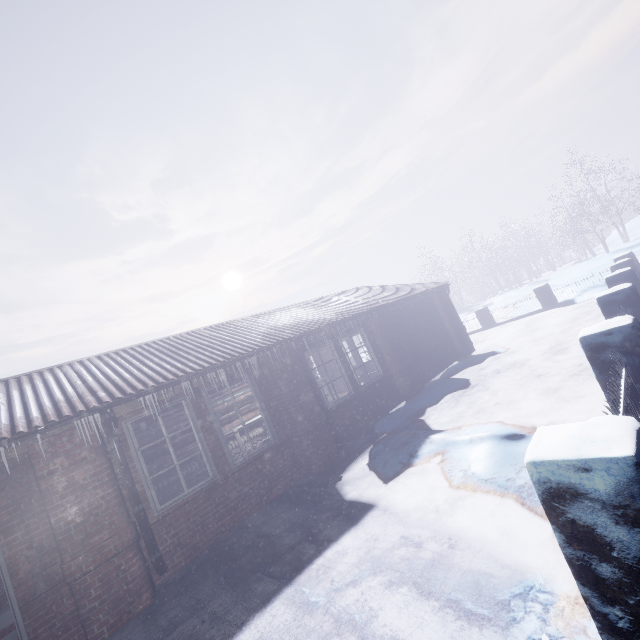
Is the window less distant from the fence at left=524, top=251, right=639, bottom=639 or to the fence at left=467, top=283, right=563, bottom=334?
the fence at left=524, top=251, right=639, bottom=639

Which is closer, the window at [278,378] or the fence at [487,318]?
the window at [278,378]

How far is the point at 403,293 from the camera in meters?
9.2 m

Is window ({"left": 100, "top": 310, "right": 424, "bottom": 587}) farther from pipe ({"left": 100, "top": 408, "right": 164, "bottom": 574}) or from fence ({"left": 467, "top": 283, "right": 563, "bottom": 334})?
fence ({"left": 467, "top": 283, "right": 563, "bottom": 334})

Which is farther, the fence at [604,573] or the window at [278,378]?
the window at [278,378]

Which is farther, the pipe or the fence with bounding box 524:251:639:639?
the pipe

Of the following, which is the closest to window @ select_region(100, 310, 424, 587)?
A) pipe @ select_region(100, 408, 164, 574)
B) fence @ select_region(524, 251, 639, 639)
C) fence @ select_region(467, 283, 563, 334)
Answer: pipe @ select_region(100, 408, 164, 574)

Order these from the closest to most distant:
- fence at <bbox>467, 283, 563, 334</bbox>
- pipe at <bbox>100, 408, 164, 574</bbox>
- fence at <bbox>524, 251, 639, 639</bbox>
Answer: fence at <bbox>524, 251, 639, 639</bbox>
pipe at <bbox>100, 408, 164, 574</bbox>
fence at <bbox>467, 283, 563, 334</bbox>
